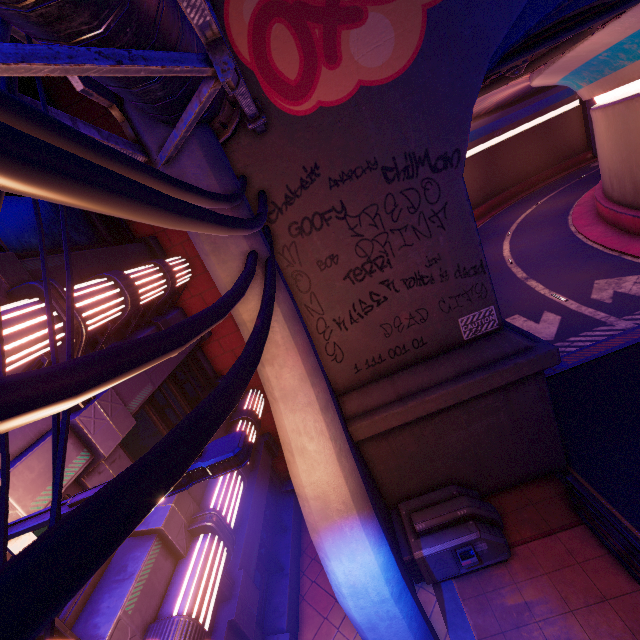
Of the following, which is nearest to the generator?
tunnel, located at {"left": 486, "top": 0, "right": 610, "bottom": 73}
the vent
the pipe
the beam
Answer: the beam

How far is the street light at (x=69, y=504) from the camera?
2.3 meters

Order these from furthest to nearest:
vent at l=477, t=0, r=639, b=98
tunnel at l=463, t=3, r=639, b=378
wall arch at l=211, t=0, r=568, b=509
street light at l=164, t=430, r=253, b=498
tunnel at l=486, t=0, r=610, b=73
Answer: tunnel at l=463, t=3, r=639, b=378
vent at l=477, t=0, r=639, b=98
tunnel at l=486, t=0, r=610, b=73
wall arch at l=211, t=0, r=568, b=509
street light at l=164, t=430, r=253, b=498

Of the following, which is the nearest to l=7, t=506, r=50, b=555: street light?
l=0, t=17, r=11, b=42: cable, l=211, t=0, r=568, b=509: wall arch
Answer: l=0, t=17, r=11, b=42: cable

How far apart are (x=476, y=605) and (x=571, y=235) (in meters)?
26.43

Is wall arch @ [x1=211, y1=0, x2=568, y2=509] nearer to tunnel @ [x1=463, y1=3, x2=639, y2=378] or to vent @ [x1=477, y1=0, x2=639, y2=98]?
tunnel @ [x1=463, y1=3, x2=639, y2=378]

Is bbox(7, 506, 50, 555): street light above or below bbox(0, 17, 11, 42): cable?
below

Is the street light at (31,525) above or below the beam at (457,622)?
above
